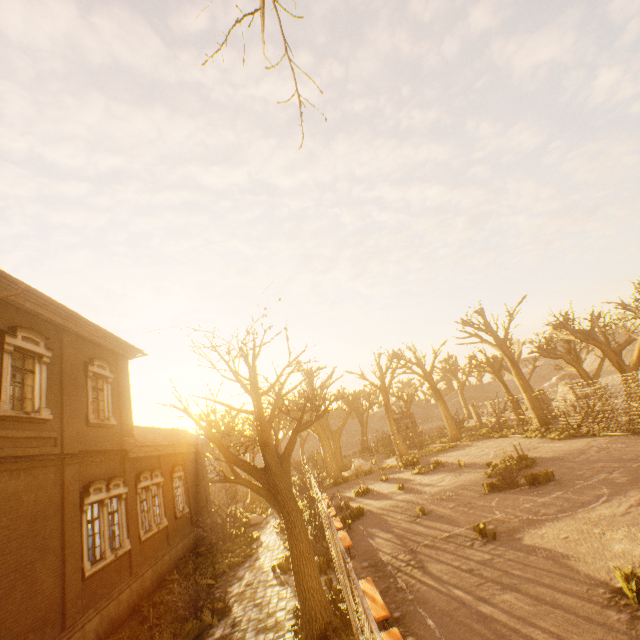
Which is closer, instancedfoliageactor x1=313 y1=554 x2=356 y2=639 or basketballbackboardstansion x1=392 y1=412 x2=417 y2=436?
instancedfoliageactor x1=313 y1=554 x2=356 y2=639

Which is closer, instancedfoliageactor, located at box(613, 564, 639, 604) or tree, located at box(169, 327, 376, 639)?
instancedfoliageactor, located at box(613, 564, 639, 604)

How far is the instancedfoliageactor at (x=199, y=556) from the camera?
12.91m

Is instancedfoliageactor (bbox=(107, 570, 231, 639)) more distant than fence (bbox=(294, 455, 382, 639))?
Yes

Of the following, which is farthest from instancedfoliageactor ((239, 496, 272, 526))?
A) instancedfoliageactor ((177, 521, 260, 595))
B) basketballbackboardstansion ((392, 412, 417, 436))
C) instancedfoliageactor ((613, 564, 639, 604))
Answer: instancedfoliageactor ((613, 564, 639, 604))

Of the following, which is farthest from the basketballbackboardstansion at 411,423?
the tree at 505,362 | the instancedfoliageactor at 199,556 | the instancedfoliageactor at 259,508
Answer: the instancedfoliageactor at 199,556

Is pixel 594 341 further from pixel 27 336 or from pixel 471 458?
pixel 27 336

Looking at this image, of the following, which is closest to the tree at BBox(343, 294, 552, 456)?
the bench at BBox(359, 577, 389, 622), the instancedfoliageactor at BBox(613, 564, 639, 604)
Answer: the bench at BBox(359, 577, 389, 622)
